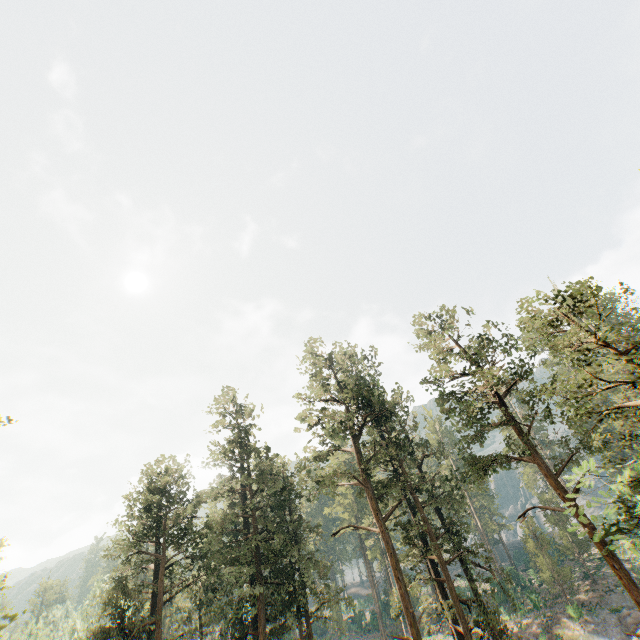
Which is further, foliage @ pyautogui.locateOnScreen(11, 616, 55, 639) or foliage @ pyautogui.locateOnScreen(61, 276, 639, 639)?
foliage @ pyautogui.locateOnScreen(11, 616, 55, 639)

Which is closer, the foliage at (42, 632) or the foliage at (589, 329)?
the foliage at (589, 329)

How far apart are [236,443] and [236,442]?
4.4m
